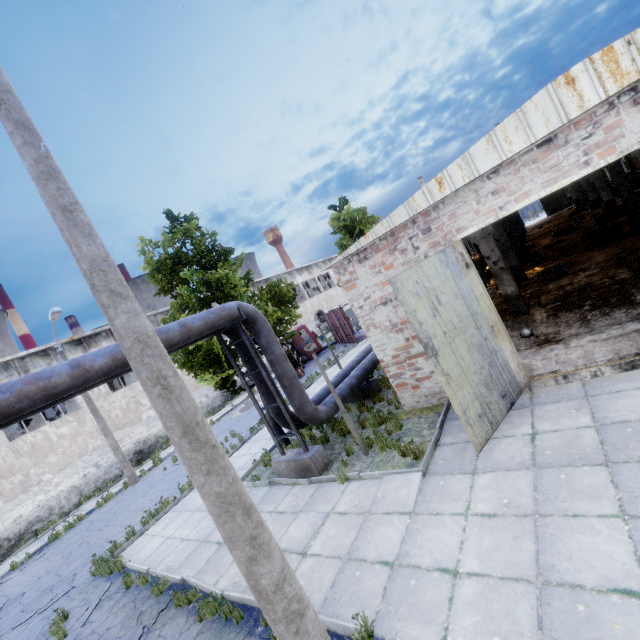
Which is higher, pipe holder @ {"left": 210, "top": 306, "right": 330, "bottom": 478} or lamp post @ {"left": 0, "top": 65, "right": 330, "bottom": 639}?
lamp post @ {"left": 0, "top": 65, "right": 330, "bottom": 639}

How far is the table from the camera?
15.41m

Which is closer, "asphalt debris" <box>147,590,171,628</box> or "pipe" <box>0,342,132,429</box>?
"pipe" <box>0,342,132,429</box>

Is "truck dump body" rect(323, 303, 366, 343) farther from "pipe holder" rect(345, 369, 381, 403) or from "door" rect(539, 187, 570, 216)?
"door" rect(539, 187, 570, 216)

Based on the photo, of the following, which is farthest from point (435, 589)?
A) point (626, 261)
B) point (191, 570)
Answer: point (626, 261)

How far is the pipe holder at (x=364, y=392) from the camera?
12.4 meters

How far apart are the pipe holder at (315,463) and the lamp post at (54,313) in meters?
12.4 m

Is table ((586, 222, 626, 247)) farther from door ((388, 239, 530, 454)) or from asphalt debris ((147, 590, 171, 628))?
asphalt debris ((147, 590, 171, 628))
